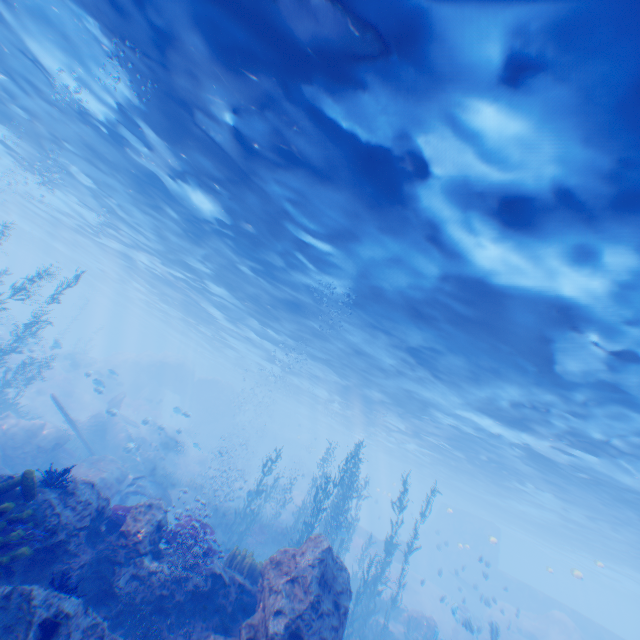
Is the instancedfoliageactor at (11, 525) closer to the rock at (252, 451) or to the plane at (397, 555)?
the rock at (252, 451)

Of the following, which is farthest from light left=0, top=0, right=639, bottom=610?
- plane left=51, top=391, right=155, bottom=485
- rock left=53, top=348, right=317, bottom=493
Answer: plane left=51, top=391, right=155, bottom=485

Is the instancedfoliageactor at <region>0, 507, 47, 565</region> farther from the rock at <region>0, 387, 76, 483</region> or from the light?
the light

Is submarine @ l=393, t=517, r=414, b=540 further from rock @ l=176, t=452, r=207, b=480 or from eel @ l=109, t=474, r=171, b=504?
eel @ l=109, t=474, r=171, b=504

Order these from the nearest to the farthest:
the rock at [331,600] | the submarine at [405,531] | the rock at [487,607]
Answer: the rock at [331,600] → the rock at [487,607] → the submarine at [405,531]

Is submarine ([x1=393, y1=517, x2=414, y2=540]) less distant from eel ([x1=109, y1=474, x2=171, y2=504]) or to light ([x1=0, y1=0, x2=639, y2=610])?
light ([x1=0, y1=0, x2=639, y2=610])

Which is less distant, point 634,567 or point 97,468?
point 97,468
